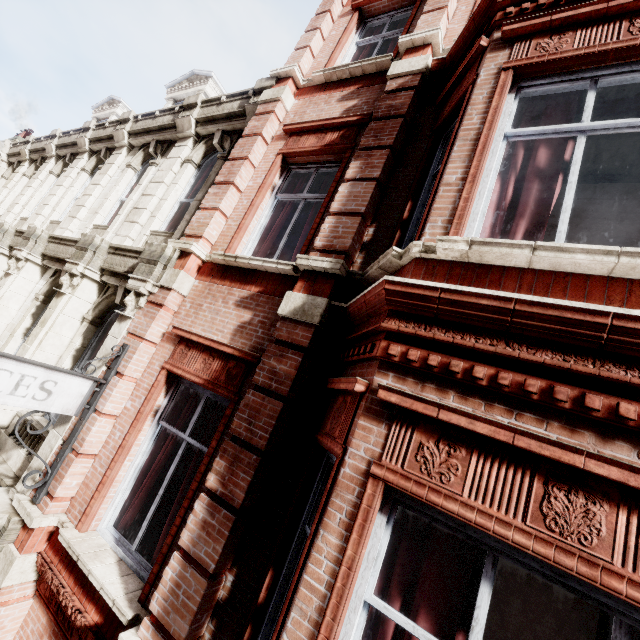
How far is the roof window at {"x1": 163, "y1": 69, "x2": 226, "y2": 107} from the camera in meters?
10.3

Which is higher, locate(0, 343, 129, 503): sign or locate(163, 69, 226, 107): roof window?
locate(163, 69, 226, 107): roof window

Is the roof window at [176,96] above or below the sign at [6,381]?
above

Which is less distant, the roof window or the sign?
the sign

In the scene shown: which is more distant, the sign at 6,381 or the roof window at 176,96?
the roof window at 176,96

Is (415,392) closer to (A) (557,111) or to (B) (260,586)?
(B) (260,586)
